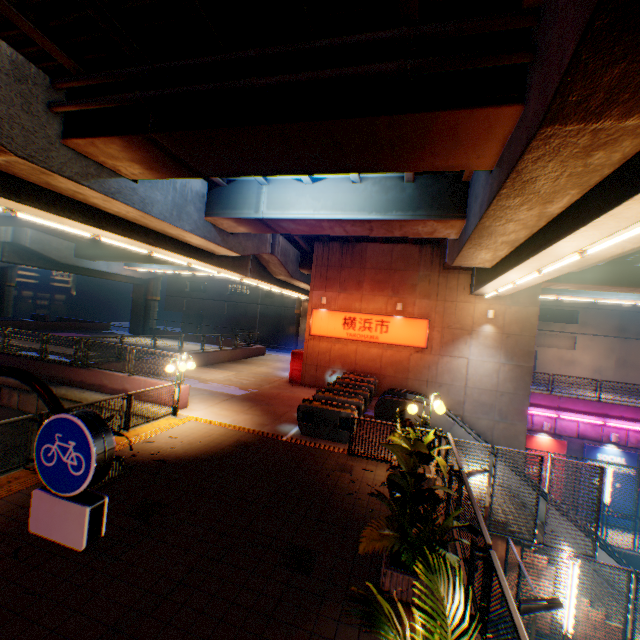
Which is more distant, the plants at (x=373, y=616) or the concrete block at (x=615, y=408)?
the concrete block at (x=615, y=408)

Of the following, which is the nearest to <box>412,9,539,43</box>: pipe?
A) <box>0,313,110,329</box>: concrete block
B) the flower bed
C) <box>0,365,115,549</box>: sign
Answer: <box>0,365,115,549</box>: sign

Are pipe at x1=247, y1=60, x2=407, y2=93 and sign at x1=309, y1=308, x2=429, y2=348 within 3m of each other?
no

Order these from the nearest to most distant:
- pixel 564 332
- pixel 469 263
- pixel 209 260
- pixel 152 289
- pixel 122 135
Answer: pixel 122 135, pixel 469 263, pixel 209 260, pixel 564 332, pixel 152 289

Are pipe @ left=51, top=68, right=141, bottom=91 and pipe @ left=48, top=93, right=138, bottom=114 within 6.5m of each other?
yes

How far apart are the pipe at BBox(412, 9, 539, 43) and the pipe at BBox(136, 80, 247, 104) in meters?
0.3

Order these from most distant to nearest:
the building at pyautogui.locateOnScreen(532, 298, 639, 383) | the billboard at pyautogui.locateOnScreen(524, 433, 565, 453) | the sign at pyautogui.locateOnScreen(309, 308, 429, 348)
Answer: the building at pyautogui.locateOnScreen(532, 298, 639, 383) < the billboard at pyautogui.locateOnScreen(524, 433, 565, 453) < the sign at pyautogui.locateOnScreen(309, 308, 429, 348)

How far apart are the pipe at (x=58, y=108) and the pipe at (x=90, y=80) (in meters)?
0.32
